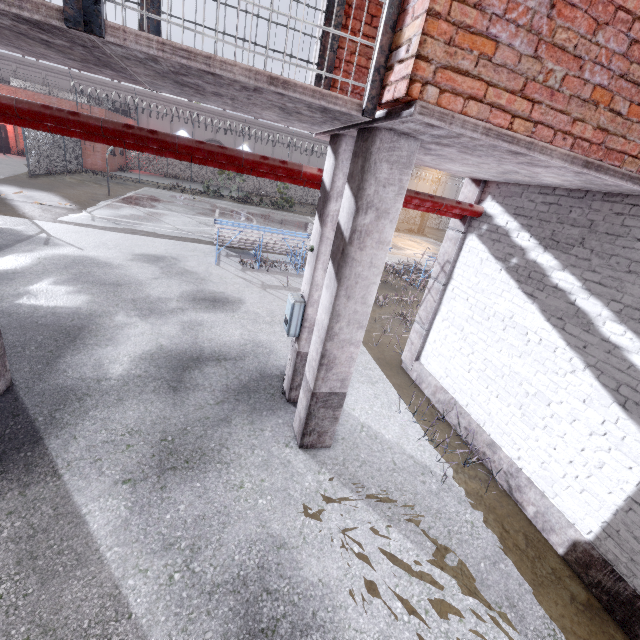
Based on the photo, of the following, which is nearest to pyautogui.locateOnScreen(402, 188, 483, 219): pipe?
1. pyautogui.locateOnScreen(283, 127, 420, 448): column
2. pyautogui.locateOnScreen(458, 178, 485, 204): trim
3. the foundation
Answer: pyautogui.locateOnScreen(458, 178, 485, 204): trim

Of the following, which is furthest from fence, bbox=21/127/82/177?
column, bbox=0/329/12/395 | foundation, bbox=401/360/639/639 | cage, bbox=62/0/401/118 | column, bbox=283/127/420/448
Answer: column, bbox=0/329/12/395

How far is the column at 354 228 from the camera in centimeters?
312cm

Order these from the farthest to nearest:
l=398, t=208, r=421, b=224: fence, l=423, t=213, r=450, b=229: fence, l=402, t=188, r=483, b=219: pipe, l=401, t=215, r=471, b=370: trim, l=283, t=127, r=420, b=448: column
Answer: l=423, t=213, r=450, b=229: fence
l=398, t=208, r=421, b=224: fence
l=401, t=215, r=471, b=370: trim
l=402, t=188, r=483, b=219: pipe
l=283, t=127, r=420, b=448: column

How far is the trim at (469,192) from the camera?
5.49m

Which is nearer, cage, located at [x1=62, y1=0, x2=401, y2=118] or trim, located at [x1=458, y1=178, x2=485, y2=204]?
cage, located at [x1=62, y1=0, x2=401, y2=118]

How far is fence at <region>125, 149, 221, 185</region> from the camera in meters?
34.0

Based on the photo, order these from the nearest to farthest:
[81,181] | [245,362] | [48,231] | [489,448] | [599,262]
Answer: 1. [599,262]
2. [489,448]
3. [245,362]
4. [48,231]
5. [81,181]
